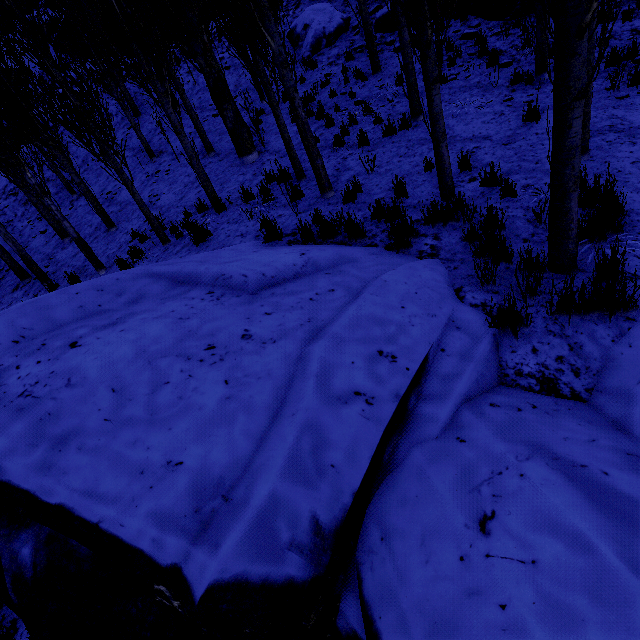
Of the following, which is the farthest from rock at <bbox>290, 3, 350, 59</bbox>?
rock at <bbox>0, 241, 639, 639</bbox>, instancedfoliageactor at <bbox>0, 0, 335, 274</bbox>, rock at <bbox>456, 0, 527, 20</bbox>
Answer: rock at <bbox>0, 241, 639, 639</bbox>

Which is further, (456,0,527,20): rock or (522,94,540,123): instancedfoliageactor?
(456,0,527,20): rock

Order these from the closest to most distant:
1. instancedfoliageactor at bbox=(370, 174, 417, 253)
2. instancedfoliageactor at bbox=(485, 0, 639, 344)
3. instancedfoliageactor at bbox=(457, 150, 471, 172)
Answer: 1. instancedfoliageactor at bbox=(485, 0, 639, 344)
2. instancedfoliageactor at bbox=(370, 174, 417, 253)
3. instancedfoliageactor at bbox=(457, 150, 471, 172)

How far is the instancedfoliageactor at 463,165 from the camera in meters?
5.8 m

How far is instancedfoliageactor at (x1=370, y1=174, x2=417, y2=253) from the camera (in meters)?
4.49

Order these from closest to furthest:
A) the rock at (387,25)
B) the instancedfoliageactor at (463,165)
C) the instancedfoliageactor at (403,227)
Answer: the instancedfoliageactor at (403,227), the instancedfoliageactor at (463,165), the rock at (387,25)

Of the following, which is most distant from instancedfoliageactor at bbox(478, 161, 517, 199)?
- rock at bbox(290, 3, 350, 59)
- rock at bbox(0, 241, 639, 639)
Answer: rock at bbox(290, 3, 350, 59)

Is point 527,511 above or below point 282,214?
below
